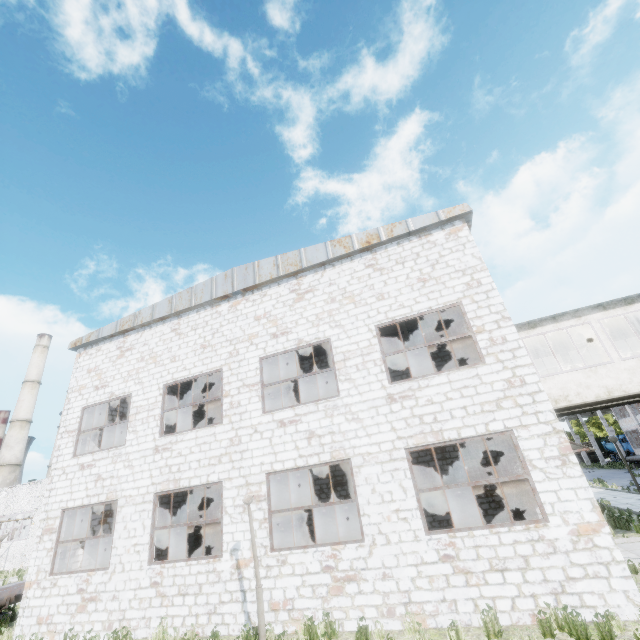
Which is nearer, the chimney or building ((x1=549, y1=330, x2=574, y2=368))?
building ((x1=549, y1=330, x2=574, y2=368))

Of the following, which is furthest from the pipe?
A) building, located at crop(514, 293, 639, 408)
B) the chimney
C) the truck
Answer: the truck

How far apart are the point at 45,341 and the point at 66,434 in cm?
5459

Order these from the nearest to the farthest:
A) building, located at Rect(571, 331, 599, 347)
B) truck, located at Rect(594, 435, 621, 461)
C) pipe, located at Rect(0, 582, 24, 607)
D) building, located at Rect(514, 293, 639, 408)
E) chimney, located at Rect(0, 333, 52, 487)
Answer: building, located at Rect(514, 293, 639, 408) < pipe, located at Rect(0, 582, 24, 607) < building, located at Rect(571, 331, 599, 347) < chimney, located at Rect(0, 333, 52, 487) < truck, located at Rect(594, 435, 621, 461)

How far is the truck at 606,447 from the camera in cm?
4716

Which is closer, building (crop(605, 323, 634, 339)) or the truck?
building (crop(605, 323, 634, 339))

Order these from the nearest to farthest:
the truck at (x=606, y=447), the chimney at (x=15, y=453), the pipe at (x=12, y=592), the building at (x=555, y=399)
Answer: the building at (x=555, y=399), the pipe at (x=12, y=592), the chimney at (x=15, y=453), the truck at (x=606, y=447)

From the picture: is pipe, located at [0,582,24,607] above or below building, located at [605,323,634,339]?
below
